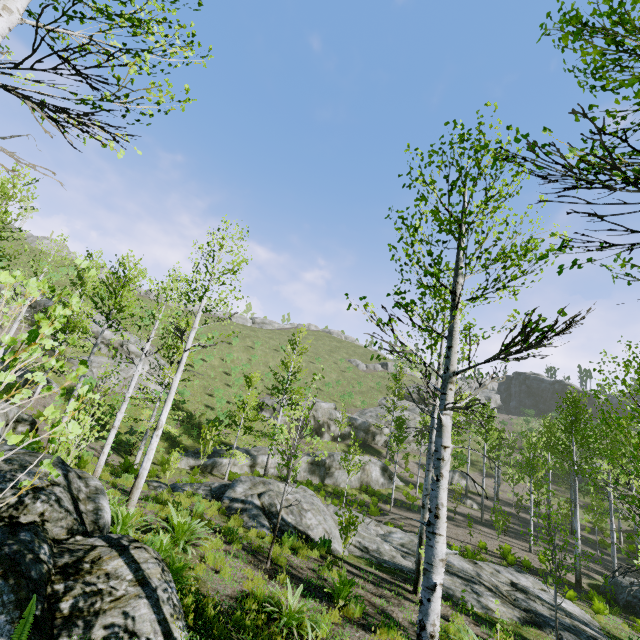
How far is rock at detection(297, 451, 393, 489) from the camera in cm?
2606

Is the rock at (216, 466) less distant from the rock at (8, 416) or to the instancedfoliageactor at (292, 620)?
the instancedfoliageactor at (292, 620)

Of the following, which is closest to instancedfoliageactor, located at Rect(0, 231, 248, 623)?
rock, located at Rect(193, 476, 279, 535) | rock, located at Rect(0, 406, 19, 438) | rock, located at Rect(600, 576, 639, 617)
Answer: rock, located at Rect(0, 406, 19, 438)

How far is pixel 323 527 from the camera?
11.71m

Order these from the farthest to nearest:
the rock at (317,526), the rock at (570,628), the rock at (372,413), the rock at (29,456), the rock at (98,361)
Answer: the rock at (372,413) < the rock at (98,361) < the rock at (317,526) < the rock at (570,628) < the rock at (29,456)

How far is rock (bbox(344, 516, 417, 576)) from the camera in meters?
11.1 m

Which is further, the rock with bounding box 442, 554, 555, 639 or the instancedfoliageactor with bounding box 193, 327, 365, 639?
the rock with bounding box 442, 554, 555, 639

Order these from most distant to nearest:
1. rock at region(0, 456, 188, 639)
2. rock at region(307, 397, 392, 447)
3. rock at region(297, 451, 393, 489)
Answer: rock at region(307, 397, 392, 447), rock at region(297, 451, 393, 489), rock at region(0, 456, 188, 639)
